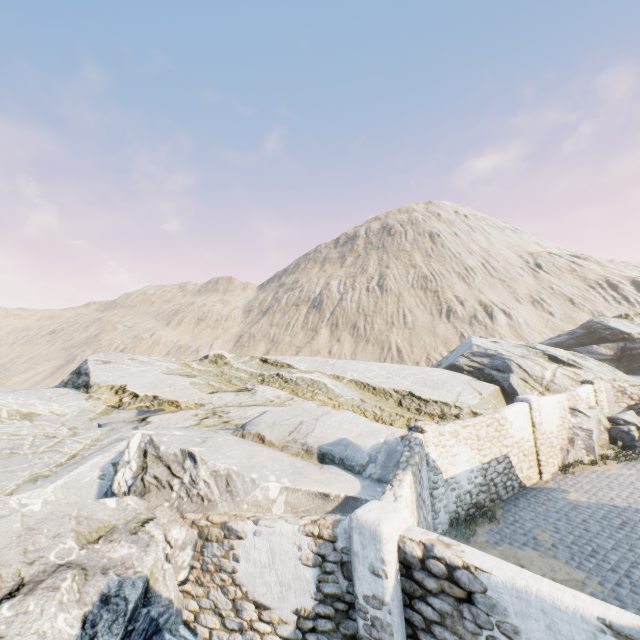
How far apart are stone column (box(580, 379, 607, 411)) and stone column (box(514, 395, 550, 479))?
5.6 meters

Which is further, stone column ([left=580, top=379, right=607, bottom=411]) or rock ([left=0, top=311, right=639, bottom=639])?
stone column ([left=580, top=379, right=607, bottom=411])

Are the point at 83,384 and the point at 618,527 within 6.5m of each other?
no

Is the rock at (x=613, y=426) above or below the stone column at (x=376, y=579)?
below

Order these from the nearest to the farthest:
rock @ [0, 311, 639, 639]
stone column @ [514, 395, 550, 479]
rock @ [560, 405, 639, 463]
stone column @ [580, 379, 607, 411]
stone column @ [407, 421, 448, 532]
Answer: rock @ [0, 311, 639, 639]
stone column @ [407, 421, 448, 532]
stone column @ [514, 395, 550, 479]
rock @ [560, 405, 639, 463]
stone column @ [580, 379, 607, 411]

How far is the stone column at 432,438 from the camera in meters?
9.5 m

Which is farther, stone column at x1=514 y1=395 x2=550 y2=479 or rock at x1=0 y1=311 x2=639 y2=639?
stone column at x1=514 y1=395 x2=550 y2=479

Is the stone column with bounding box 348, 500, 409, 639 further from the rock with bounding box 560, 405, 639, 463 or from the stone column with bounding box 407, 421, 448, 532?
the stone column with bounding box 407, 421, 448, 532
